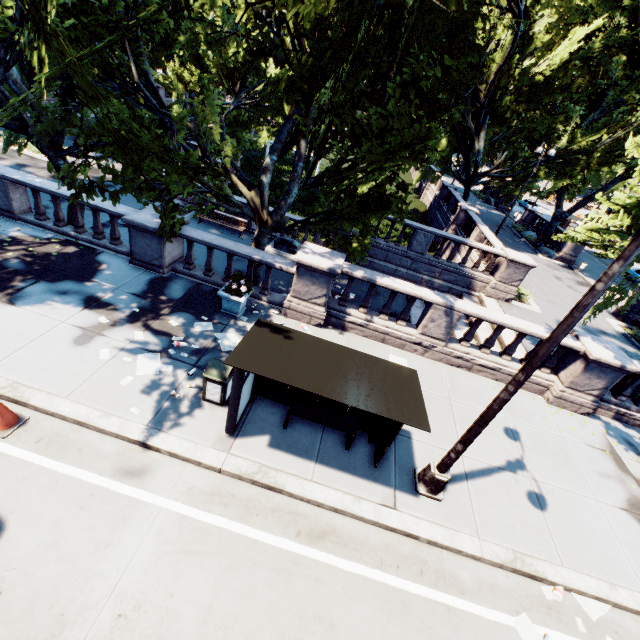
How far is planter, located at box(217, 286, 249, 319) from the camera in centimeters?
937cm

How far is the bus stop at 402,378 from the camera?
5.06m

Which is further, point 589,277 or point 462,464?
point 589,277

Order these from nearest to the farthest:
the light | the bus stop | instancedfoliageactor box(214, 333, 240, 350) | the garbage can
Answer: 1. the light
2. the bus stop
3. the garbage can
4. instancedfoliageactor box(214, 333, 240, 350)

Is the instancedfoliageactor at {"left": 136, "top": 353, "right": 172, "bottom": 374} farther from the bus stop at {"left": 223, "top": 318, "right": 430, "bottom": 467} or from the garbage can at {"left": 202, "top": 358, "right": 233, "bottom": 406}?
the bus stop at {"left": 223, "top": 318, "right": 430, "bottom": 467}

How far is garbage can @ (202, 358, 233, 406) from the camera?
6.80m

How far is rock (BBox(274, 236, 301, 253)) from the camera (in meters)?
18.28

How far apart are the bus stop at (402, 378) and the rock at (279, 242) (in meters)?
12.14
